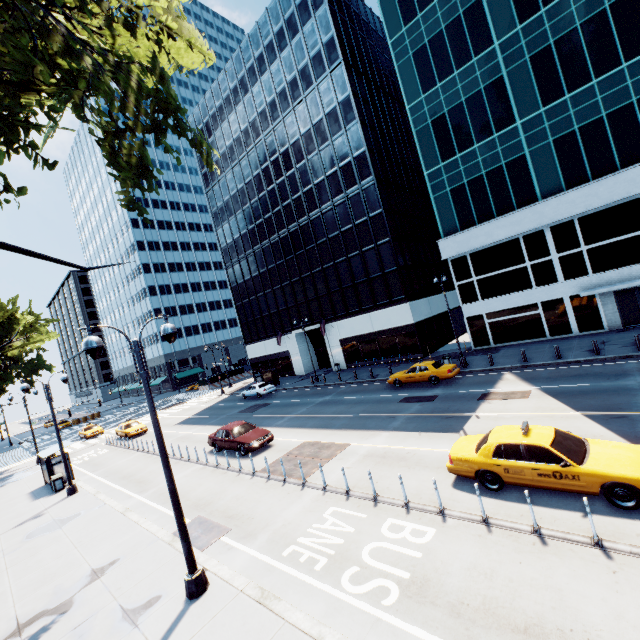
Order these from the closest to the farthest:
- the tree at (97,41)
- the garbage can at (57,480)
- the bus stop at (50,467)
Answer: the tree at (97,41) → the garbage can at (57,480) → the bus stop at (50,467)

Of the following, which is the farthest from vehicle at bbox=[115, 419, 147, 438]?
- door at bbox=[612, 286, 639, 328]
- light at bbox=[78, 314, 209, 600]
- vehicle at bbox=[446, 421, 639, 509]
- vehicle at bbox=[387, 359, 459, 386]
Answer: door at bbox=[612, 286, 639, 328]

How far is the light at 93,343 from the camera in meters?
7.9 m

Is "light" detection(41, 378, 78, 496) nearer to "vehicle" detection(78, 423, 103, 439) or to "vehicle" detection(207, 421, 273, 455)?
"vehicle" detection(207, 421, 273, 455)

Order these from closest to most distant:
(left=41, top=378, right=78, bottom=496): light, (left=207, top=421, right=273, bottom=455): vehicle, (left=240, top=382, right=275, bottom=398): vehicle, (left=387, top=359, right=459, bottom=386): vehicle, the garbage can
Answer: (left=207, top=421, right=273, bottom=455): vehicle, (left=41, top=378, right=78, bottom=496): light, the garbage can, (left=387, top=359, right=459, bottom=386): vehicle, (left=240, top=382, right=275, bottom=398): vehicle

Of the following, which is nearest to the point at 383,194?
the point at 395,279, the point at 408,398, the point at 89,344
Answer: the point at 395,279

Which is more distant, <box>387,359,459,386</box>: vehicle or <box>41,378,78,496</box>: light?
<box>387,359,459,386</box>: vehicle

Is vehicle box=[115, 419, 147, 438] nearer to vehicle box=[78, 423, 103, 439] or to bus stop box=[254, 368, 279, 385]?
vehicle box=[78, 423, 103, 439]
